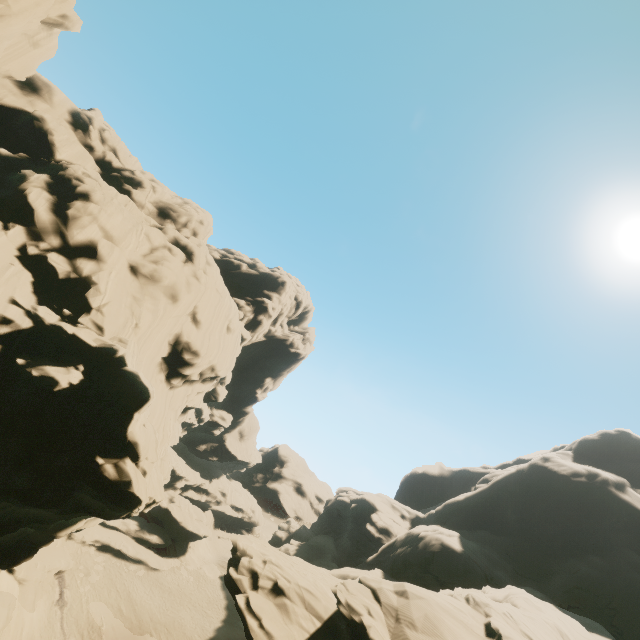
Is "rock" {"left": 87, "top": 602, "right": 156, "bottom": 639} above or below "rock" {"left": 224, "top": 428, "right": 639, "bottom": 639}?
below

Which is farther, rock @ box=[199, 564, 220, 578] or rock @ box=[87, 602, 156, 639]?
rock @ box=[199, 564, 220, 578]

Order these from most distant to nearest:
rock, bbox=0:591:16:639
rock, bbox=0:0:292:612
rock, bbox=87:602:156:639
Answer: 1. rock, bbox=87:602:156:639
2. rock, bbox=0:591:16:639
3. rock, bbox=0:0:292:612

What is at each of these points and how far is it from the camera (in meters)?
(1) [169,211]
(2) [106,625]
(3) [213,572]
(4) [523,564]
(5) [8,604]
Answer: (1) rock, 37.25
(2) rock, 30.06
(3) rock, 43.81
(4) rock, 37.53
(5) rock, 24.86

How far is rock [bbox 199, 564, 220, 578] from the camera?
43.1 meters

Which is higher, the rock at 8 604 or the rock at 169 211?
the rock at 169 211

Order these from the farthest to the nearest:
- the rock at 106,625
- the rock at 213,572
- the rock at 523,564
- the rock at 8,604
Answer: the rock at 213,572, the rock at 106,625, the rock at 8,604, the rock at 523,564
